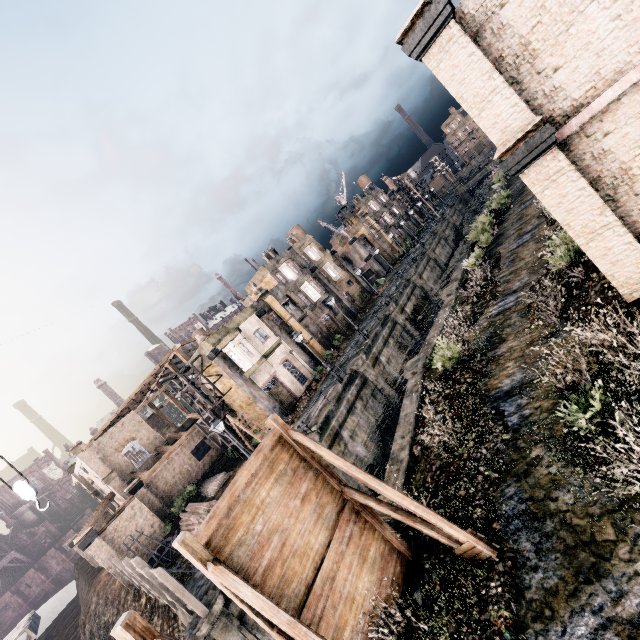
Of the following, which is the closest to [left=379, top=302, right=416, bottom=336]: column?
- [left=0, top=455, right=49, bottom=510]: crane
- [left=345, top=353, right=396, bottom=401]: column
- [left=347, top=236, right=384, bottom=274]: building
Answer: [left=345, top=353, right=396, bottom=401]: column

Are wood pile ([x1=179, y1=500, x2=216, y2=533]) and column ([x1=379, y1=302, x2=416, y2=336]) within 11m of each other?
no

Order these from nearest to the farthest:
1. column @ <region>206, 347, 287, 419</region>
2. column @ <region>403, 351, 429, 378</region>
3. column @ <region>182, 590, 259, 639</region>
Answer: column @ <region>182, 590, 259, 639</region> < column @ <region>403, 351, 429, 378</region> < column @ <region>206, 347, 287, 419</region>

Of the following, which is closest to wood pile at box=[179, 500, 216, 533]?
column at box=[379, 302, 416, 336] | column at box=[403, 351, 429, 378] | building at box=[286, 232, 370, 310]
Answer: column at box=[403, 351, 429, 378]

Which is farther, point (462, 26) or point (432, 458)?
point (432, 458)

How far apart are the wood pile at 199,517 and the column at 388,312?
21.51m

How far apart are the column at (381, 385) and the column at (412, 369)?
6.8 meters

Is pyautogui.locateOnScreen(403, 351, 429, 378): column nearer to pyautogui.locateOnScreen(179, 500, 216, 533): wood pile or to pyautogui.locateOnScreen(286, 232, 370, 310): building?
pyautogui.locateOnScreen(179, 500, 216, 533): wood pile
